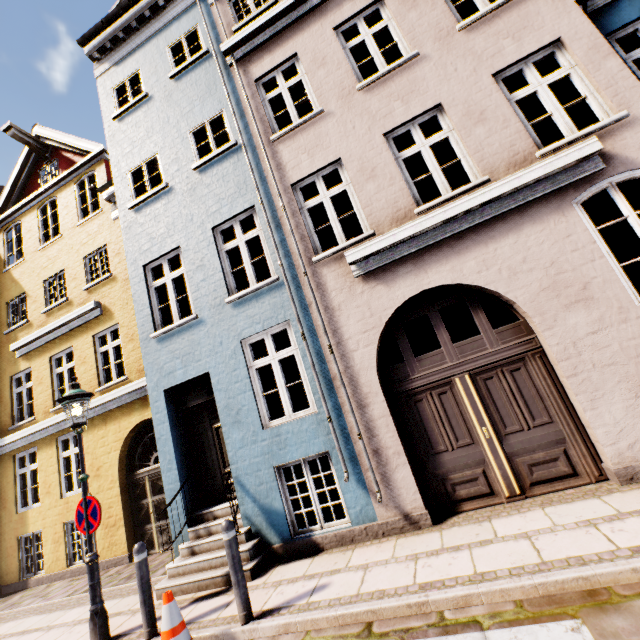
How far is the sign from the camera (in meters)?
4.87

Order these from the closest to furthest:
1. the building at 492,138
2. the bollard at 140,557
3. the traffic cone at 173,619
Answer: the traffic cone at 173,619 < the bollard at 140,557 < the building at 492,138

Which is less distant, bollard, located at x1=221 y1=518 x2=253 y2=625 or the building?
bollard, located at x1=221 y1=518 x2=253 y2=625

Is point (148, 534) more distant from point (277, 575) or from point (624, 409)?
point (624, 409)

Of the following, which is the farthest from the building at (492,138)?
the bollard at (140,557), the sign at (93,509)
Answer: the sign at (93,509)

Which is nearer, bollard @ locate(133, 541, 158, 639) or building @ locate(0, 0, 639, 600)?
bollard @ locate(133, 541, 158, 639)

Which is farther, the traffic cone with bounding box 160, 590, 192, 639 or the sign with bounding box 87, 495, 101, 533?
the sign with bounding box 87, 495, 101, 533

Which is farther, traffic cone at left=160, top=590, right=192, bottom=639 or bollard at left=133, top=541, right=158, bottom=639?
bollard at left=133, top=541, right=158, bottom=639
